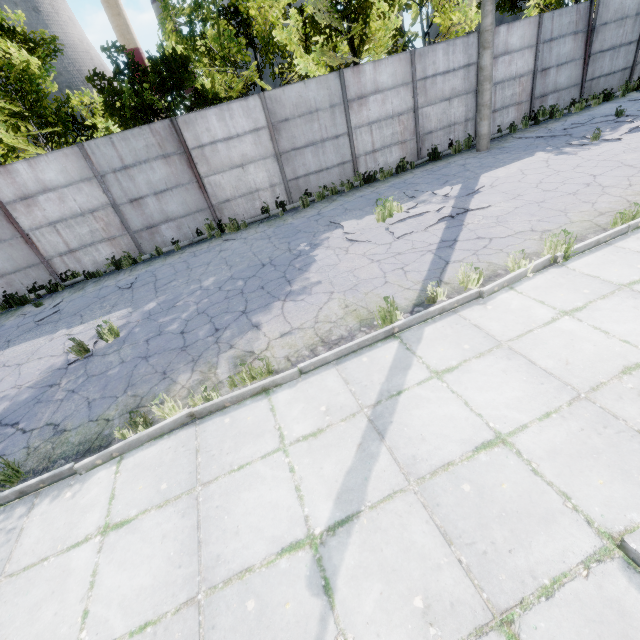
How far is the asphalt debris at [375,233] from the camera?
7.92m

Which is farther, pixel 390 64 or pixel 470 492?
pixel 390 64

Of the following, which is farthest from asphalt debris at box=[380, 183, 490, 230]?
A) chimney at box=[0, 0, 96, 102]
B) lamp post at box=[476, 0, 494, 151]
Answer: chimney at box=[0, 0, 96, 102]

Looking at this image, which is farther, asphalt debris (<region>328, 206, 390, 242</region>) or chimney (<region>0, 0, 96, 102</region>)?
chimney (<region>0, 0, 96, 102</region>)

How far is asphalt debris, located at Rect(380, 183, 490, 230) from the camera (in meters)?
7.85

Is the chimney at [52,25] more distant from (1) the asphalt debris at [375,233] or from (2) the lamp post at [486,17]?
(2) the lamp post at [486,17]

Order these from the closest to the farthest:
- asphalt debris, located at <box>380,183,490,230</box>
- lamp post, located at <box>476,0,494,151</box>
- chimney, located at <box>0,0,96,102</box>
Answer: asphalt debris, located at <box>380,183,490,230</box> → lamp post, located at <box>476,0,494,151</box> → chimney, located at <box>0,0,96,102</box>
